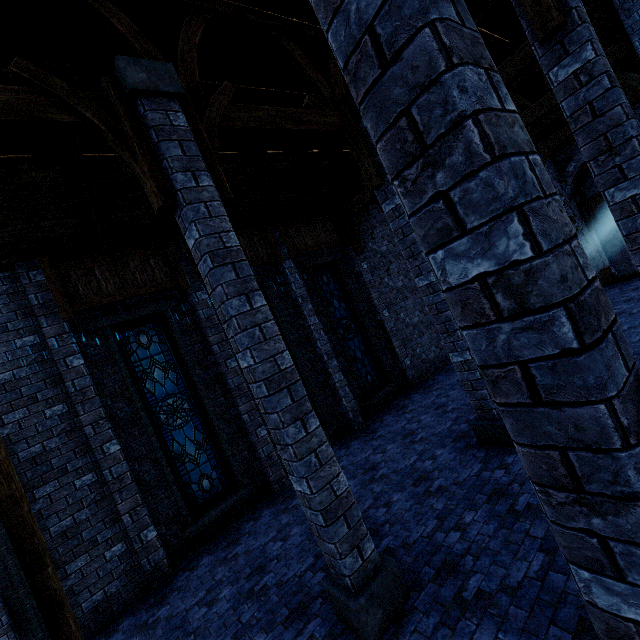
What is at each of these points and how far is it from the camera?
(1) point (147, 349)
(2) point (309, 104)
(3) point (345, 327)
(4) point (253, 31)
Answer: (1) window glass, 7.87m
(2) pillar, 5.69m
(3) window glass, 11.31m
(4) building, 5.59m

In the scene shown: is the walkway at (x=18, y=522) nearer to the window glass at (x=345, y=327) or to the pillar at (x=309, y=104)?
the pillar at (x=309, y=104)

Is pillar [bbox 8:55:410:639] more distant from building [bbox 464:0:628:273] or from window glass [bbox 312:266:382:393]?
window glass [bbox 312:266:382:393]

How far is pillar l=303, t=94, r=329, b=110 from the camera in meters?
5.7 m

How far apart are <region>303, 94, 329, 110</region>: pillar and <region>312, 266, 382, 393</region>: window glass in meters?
5.6

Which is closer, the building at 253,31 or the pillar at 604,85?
the pillar at 604,85

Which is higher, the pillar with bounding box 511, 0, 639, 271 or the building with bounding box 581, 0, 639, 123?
the building with bounding box 581, 0, 639, 123

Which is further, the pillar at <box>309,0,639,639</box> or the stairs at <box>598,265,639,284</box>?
the stairs at <box>598,265,639,284</box>
